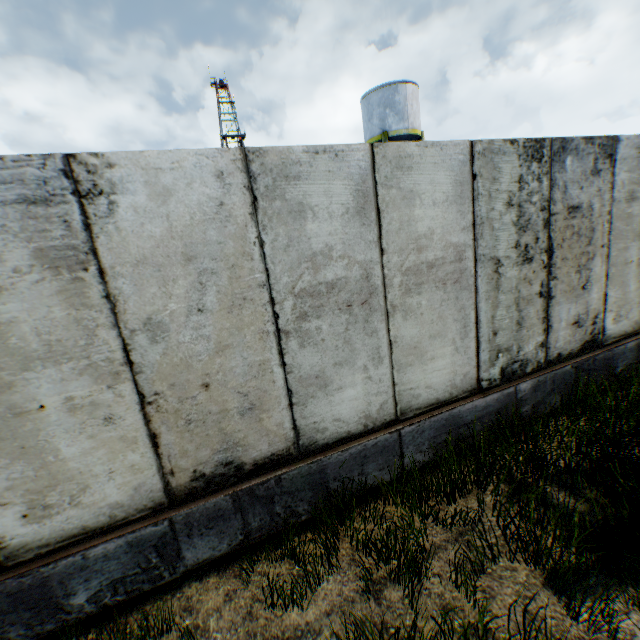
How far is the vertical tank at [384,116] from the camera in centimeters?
2155cm

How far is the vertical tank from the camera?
21.55m

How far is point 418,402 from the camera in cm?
374
